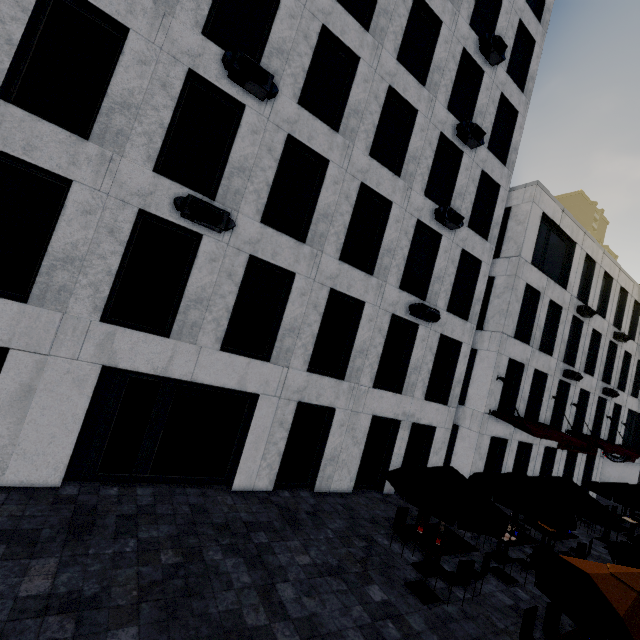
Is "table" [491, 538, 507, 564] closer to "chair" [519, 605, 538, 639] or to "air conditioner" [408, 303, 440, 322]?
"chair" [519, 605, 538, 639]

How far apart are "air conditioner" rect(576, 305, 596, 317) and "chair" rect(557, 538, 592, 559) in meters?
13.3 m

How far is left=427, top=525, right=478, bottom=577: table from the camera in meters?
8.1 m

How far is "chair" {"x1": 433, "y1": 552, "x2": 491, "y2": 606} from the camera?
7.4m

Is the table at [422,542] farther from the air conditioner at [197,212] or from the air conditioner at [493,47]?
the air conditioner at [493,47]

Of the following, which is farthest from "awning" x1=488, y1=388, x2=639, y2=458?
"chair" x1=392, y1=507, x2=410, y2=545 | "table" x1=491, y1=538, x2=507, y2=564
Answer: "chair" x1=392, y1=507, x2=410, y2=545

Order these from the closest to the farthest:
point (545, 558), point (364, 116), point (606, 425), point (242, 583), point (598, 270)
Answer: point (545, 558) < point (242, 583) < point (364, 116) < point (598, 270) < point (606, 425)

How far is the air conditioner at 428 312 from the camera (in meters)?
12.05
